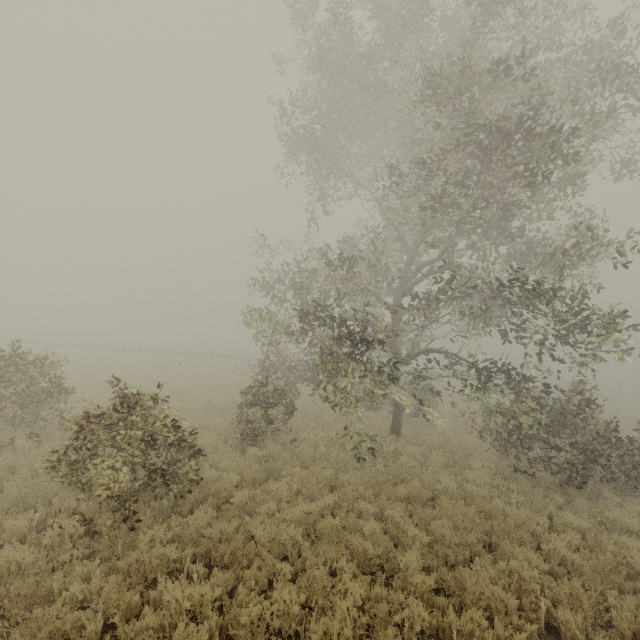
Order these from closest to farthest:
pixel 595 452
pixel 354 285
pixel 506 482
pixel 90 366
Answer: pixel 595 452, pixel 506 482, pixel 354 285, pixel 90 366
